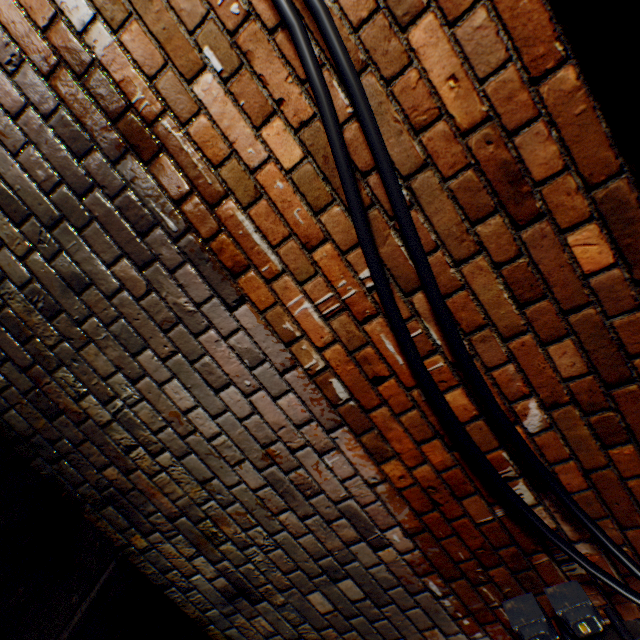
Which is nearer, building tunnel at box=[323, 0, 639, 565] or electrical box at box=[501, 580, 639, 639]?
building tunnel at box=[323, 0, 639, 565]

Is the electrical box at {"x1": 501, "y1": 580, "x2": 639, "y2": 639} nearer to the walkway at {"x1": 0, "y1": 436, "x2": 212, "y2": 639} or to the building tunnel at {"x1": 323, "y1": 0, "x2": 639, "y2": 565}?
the building tunnel at {"x1": 323, "y1": 0, "x2": 639, "y2": 565}

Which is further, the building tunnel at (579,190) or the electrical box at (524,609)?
the electrical box at (524,609)

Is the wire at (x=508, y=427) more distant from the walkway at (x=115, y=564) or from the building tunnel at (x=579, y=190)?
the walkway at (x=115, y=564)

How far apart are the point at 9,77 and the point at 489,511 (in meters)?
2.35

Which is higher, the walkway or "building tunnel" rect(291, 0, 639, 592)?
"building tunnel" rect(291, 0, 639, 592)

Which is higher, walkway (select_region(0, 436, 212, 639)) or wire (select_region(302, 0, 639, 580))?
wire (select_region(302, 0, 639, 580))

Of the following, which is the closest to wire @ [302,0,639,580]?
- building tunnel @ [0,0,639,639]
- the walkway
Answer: building tunnel @ [0,0,639,639]
